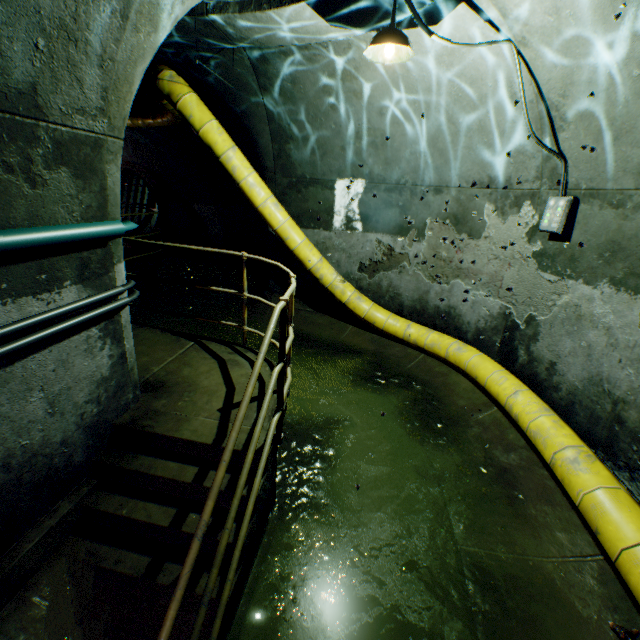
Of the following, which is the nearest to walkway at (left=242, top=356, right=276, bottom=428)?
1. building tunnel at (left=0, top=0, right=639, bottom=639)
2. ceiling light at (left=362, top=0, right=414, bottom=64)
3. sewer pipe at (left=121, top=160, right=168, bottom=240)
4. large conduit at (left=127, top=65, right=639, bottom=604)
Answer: building tunnel at (left=0, top=0, right=639, bottom=639)

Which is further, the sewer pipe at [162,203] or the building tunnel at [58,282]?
the sewer pipe at [162,203]

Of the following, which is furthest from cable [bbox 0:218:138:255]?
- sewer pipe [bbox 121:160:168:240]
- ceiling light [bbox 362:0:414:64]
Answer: sewer pipe [bbox 121:160:168:240]

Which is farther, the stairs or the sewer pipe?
the sewer pipe

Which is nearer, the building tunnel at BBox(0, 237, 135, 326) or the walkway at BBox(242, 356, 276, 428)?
the building tunnel at BBox(0, 237, 135, 326)

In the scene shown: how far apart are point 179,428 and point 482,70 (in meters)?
5.00

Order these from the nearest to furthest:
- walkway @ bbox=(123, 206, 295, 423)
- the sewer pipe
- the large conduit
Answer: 1. the large conduit
2. walkway @ bbox=(123, 206, 295, 423)
3. the sewer pipe

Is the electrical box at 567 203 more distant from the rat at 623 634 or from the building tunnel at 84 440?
the rat at 623 634
